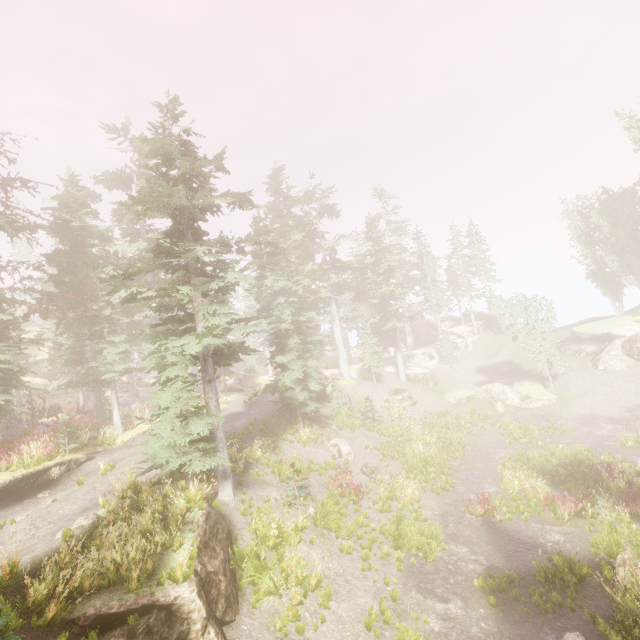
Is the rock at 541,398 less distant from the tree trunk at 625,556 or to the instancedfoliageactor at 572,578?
the instancedfoliageactor at 572,578

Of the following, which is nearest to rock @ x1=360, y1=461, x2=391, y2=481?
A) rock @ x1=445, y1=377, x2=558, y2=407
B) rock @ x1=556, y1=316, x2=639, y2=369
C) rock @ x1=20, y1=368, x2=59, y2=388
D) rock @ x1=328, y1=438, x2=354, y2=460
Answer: rock @ x1=328, y1=438, x2=354, y2=460

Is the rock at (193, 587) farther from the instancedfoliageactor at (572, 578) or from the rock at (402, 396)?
the rock at (402, 396)

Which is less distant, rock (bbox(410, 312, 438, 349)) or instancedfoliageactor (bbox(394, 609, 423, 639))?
instancedfoliageactor (bbox(394, 609, 423, 639))

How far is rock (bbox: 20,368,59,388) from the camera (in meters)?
46.06

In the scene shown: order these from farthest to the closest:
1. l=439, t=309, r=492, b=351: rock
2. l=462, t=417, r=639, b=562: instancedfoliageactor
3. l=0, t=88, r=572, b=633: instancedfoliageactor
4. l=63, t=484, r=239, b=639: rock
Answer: l=439, t=309, r=492, b=351: rock
l=462, t=417, r=639, b=562: instancedfoliageactor
l=0, t=88, r=572, b=633: instancedfoliageactor
l=63, t=484, r=239, b=639: rock

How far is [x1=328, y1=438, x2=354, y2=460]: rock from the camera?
21.5 meters

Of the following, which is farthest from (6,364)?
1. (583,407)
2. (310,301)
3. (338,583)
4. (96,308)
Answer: (583,407)
